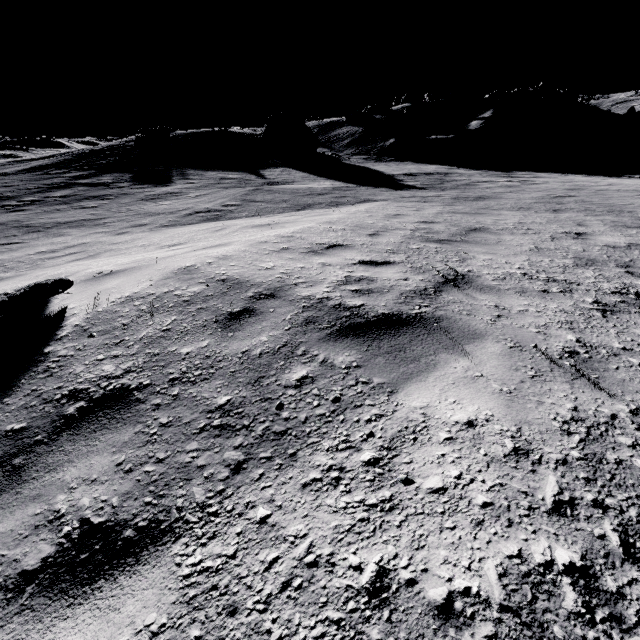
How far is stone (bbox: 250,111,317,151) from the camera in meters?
28.6

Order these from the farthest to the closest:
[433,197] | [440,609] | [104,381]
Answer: [433,197] → [104,381] → [440,609]

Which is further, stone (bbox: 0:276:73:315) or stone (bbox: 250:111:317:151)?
stone (bbox: 250:111:317:151)

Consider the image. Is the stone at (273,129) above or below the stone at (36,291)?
above

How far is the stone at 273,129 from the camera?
28.6m

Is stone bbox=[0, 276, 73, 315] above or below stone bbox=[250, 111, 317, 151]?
below
